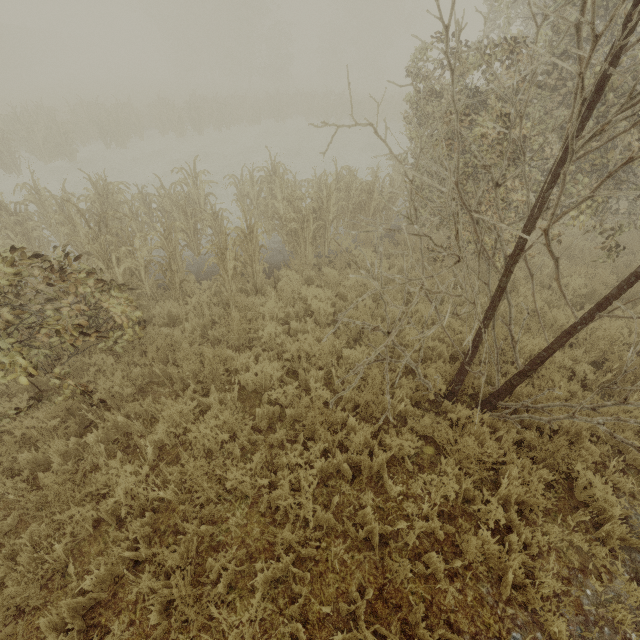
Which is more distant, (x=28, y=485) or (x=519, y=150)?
(x=519, y=150)
